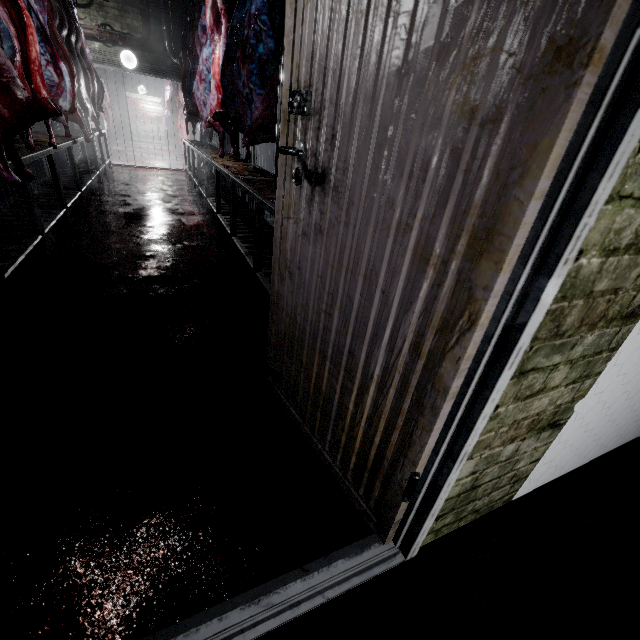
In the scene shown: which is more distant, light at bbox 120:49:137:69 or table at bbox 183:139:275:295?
light at bbox 120:49:137:69

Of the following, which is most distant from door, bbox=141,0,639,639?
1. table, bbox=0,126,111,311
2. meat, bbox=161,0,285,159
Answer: meat, bbox=161,0,285,159

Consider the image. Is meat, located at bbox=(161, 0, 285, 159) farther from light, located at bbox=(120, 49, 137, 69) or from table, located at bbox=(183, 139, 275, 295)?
light, located at bbox=(120, 49, 137, 69)

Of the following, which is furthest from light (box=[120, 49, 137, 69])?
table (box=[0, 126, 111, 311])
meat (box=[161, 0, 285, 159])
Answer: meat (box=[161, 0, 285, 159])

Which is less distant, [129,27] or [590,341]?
[590,341]

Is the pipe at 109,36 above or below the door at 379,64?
above

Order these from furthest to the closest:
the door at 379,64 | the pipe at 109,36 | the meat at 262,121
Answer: the pipe at 109,36 < the meat at 262,121 < the door at 379,64

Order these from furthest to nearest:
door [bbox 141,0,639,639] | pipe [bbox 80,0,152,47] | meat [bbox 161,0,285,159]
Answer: pipe [bbox 80,0,152,47] → meat [bbox 161,0,285,159] → door [bbox 141,0,639,639]
